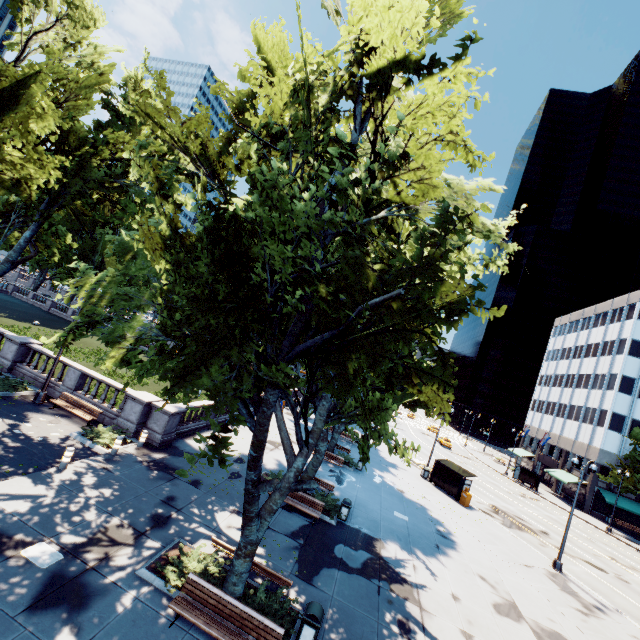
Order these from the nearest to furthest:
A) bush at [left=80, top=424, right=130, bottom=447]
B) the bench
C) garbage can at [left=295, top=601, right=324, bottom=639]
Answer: the bench < garbage can at [left=295, top=601, right=324, bottom=639] < bush at [left=80, top=424, right=130, bottom=447]

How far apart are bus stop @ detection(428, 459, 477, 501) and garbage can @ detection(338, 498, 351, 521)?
15.24m

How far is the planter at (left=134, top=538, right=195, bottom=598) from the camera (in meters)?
9.14

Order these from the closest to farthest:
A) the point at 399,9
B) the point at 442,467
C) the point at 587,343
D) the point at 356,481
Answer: the point at 399,9 < the point at 356,481 < the point at 442,467 < the point at 587,343

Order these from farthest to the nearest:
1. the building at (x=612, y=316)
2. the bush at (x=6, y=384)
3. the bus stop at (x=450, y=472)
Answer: the building at (x=612, y=316) → the bus stop at (x=450, y=472) → the bush at (x=6, y=384)

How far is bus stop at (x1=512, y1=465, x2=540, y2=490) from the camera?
46.9m

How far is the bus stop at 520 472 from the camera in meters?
46.9

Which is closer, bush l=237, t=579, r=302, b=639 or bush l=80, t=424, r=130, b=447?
bush l=237, t=579, r=302, b=639
